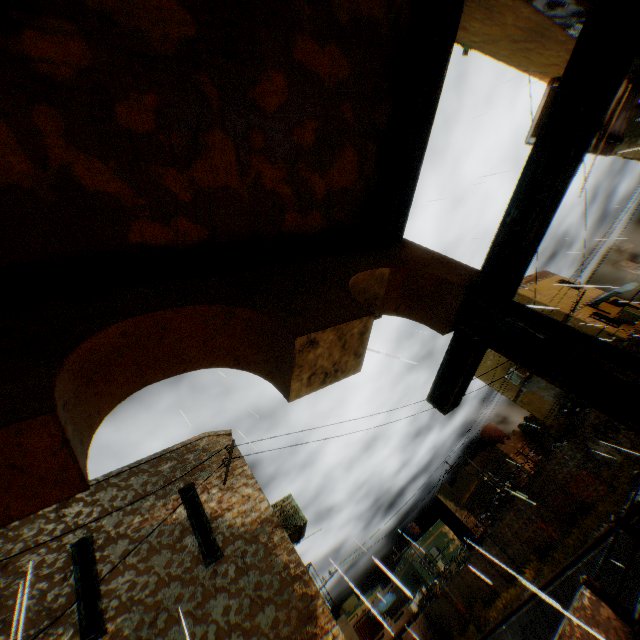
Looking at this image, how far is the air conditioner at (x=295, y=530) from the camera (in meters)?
7.65

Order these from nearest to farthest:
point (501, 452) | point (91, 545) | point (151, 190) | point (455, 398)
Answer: point (151, 190)
point (455, 398)
point (91, 545)
point (501, 452)

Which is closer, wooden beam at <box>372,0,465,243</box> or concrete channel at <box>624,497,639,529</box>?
wooden beam at <box>372,0,465,243</box>

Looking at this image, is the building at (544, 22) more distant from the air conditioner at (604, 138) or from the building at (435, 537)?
the building at (435, 537)

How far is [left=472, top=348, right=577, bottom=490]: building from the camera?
19.8m

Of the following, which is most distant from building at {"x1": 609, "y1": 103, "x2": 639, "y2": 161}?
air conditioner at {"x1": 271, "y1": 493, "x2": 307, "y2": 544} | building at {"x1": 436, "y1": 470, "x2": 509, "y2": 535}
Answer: building at {"x1": 436, "y1": 470, "x2": 509, "y2": 535}

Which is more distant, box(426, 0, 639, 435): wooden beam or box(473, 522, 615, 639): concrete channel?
box(473, 522, 615, 639): concrete channel

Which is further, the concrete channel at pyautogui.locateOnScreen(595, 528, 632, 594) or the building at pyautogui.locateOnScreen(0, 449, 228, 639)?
the concrete channel at pyautogui.locateOnScreen(595, 528, 632, 594)
